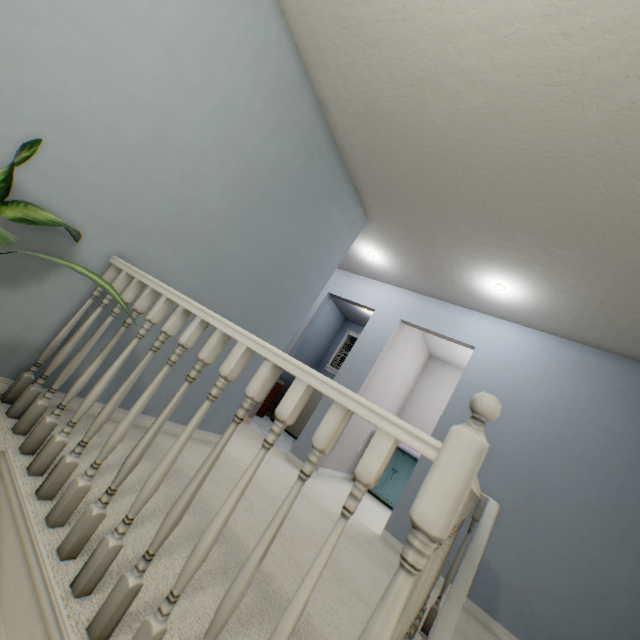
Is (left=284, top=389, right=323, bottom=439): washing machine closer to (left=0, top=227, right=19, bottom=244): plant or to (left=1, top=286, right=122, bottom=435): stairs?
(left=1, top=286, right=122, bottom=435): stairs

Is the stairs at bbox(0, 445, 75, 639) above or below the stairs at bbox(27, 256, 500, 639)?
below

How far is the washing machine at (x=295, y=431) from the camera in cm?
541

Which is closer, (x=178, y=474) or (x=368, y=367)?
(x=178, y=474)

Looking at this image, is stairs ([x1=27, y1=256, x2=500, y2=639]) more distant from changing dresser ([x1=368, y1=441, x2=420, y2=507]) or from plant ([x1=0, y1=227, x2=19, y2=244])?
changing dresser ([x1=368, y1=441, x2=420, y2=507])

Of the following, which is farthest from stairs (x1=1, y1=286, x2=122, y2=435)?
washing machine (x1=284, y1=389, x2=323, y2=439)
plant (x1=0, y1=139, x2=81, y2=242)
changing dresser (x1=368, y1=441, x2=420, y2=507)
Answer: washing machine (x1=284, y1=389, x2=323, y2=439)

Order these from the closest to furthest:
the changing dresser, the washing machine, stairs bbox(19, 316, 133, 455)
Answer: stairs bbox(19, 316, 133, 455)
the changing dresser
the washing machine

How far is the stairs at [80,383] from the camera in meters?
1.2
